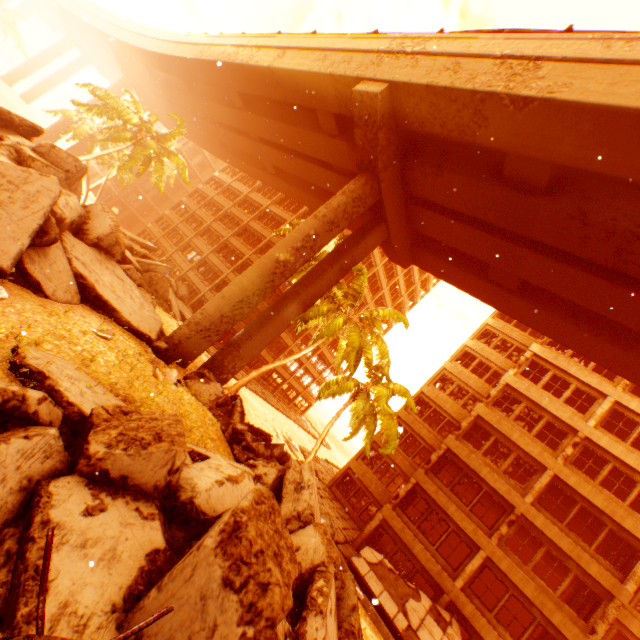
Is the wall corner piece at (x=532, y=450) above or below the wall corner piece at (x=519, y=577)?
above

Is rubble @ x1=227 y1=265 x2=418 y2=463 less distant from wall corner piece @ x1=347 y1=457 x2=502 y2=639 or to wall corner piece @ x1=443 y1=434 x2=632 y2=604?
wall corner piece @ x1=443 y1=434 x2=632 y2=604

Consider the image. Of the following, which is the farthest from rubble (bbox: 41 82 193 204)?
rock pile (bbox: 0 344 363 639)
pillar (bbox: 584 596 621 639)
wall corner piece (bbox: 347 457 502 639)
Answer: pillar (bbox: 584 596 621 639)

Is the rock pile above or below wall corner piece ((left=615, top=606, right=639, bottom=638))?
below

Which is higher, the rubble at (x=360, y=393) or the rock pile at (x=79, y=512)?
the rubble at (x=360, y=393)

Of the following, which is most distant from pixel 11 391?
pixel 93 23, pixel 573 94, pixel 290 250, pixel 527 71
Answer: pixel 93 23

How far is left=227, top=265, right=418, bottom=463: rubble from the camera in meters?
15.7 m

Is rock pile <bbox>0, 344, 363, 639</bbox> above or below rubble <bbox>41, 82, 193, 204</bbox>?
below
